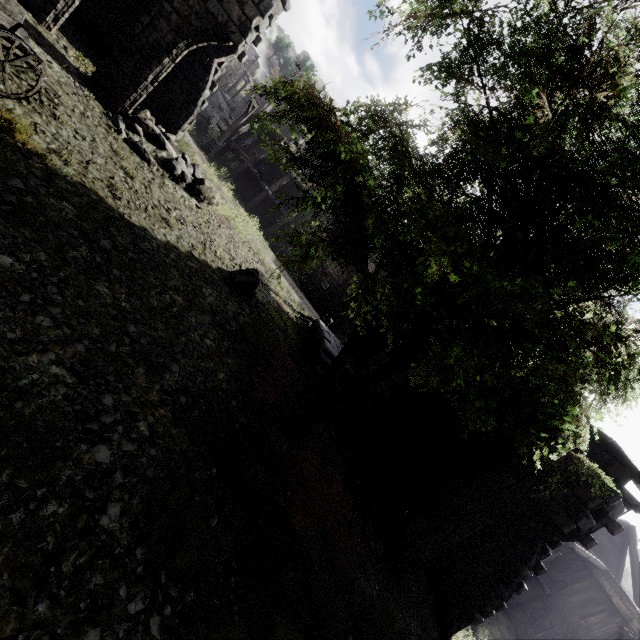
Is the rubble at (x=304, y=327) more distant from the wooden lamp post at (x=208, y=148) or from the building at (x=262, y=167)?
the wooden lamp post at (x=208, y=148)

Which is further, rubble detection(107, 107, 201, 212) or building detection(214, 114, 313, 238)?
building detection(214, 114, 313, 238)

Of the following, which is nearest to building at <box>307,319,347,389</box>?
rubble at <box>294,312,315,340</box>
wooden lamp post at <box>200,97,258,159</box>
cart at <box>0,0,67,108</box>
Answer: rubble at <box>294,312,315,340</box>

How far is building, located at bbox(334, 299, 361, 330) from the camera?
28.7 meters

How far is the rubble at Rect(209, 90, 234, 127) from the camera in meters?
33.9

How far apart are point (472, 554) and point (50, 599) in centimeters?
1240cm

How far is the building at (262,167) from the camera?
23.0 meters
